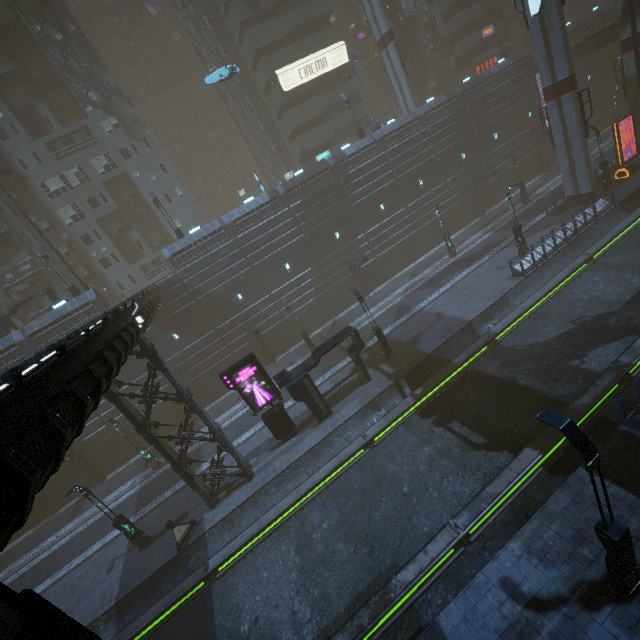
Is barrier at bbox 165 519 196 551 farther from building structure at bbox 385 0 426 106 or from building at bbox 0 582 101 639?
building structure at bbox 385 0 426 106

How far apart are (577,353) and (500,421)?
5.71m

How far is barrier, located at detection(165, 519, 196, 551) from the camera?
16.9 meters

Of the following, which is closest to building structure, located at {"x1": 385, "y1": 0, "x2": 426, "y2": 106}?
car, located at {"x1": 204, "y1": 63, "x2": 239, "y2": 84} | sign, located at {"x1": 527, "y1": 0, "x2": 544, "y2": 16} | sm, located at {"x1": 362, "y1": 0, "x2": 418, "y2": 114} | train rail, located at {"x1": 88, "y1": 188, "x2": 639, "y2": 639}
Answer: sign, located at {"x1": 527, "y1": 0, "x2": 544, "y2": 16}

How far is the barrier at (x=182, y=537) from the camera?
16.9m

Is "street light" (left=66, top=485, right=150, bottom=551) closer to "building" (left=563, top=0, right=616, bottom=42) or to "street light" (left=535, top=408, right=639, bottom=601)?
"building" (left=563, top=0, right=616, bottom=42)

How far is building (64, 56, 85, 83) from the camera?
33.50m

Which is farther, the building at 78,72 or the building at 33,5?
the building at 78,72
